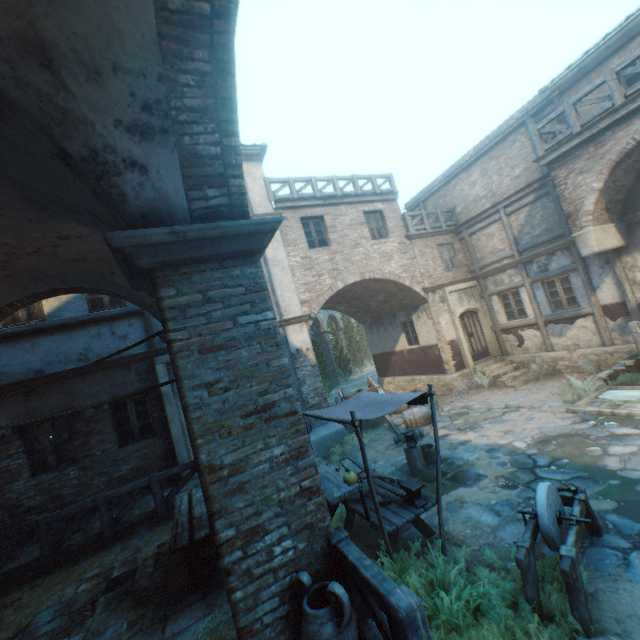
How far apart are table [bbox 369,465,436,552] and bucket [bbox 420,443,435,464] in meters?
1.9

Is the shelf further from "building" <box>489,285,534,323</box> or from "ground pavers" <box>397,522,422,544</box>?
"ground pavers" <box>397,522,422,544</box>

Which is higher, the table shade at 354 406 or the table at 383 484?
the table shade at 354 406

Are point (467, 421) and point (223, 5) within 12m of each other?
yes

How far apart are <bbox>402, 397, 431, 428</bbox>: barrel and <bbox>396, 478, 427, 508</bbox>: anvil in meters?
6.0

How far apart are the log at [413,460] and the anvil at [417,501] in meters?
2.3

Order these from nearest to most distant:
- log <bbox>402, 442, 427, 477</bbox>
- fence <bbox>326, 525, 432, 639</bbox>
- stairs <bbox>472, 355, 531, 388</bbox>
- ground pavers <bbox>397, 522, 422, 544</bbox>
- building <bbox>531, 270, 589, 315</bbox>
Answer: fence <bbox>326, 525, 432, 639</bbox> < ground pavers <bbox>397, 522, 422, 544</bbox> < log <bbox>402, 442, 427, 477</bbox> < building <bbox>531, 270, 589, 315</bbox> < stairs <bbox>472, 355, 531, 388</bbox>

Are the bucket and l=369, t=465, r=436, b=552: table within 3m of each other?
yes
